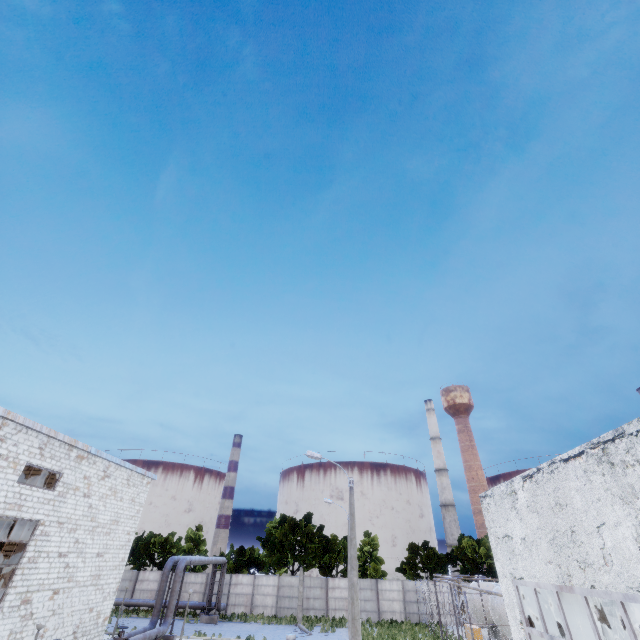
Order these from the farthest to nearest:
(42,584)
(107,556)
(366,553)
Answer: (366,553), (107,556), (42,584)
